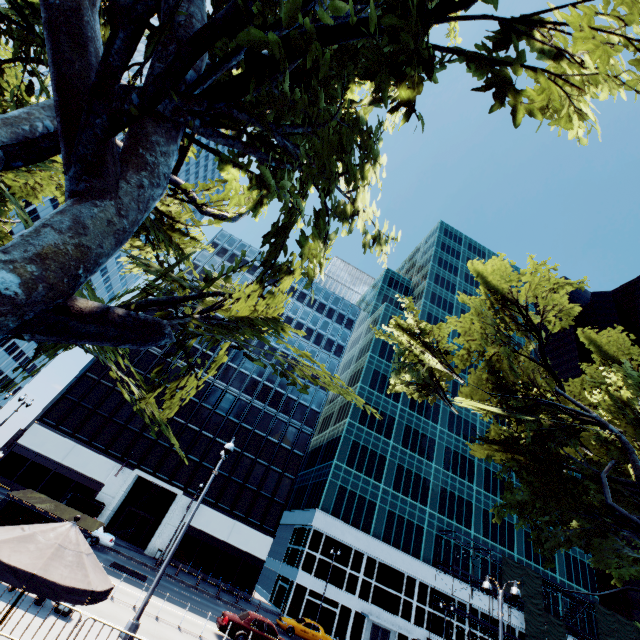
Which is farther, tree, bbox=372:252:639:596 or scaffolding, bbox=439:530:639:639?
scaffolding, bbox=439:530:639:639

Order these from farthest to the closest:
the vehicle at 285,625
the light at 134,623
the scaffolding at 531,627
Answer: the scaffolding at 531,627 → the vehicle at 285,625 → the light at 134,623

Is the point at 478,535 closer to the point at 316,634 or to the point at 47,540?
the point at 316,634

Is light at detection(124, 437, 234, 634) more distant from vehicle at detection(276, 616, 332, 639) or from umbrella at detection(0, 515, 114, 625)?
vehicle at detection(276, 616, 332, 639)

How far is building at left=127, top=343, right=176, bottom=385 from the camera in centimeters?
4203cm

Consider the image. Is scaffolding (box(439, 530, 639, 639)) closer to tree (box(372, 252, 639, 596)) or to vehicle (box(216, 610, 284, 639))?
tree (box(372, 252, 639, 596))

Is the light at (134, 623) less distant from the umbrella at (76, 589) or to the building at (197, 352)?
the umbrella at (76, 589)

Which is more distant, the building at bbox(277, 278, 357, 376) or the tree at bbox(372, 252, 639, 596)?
the building at bbox(277, 278, 357, 376)
